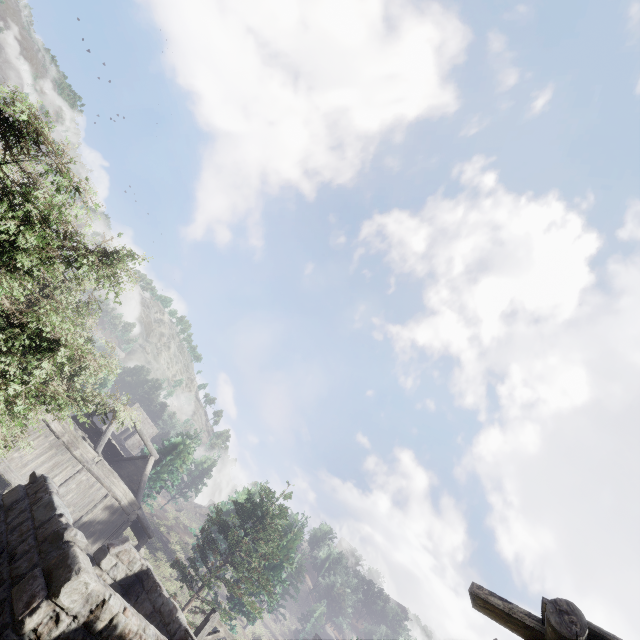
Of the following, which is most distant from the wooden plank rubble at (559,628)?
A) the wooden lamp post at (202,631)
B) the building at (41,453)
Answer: the wooden lamp post at (202,631)

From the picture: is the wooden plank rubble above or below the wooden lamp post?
above

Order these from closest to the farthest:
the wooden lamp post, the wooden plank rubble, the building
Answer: the wooden plank rubble
the building
the wooden lamp post

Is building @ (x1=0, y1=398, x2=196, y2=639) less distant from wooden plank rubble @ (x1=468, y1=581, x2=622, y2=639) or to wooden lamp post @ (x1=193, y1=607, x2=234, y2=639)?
wooden plank rubble @ (x1=468, y1=581, x2=622, y2=639)

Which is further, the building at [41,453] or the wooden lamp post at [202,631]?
the wooden lamp post at [202,631]

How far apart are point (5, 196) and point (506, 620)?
8.1 meters
